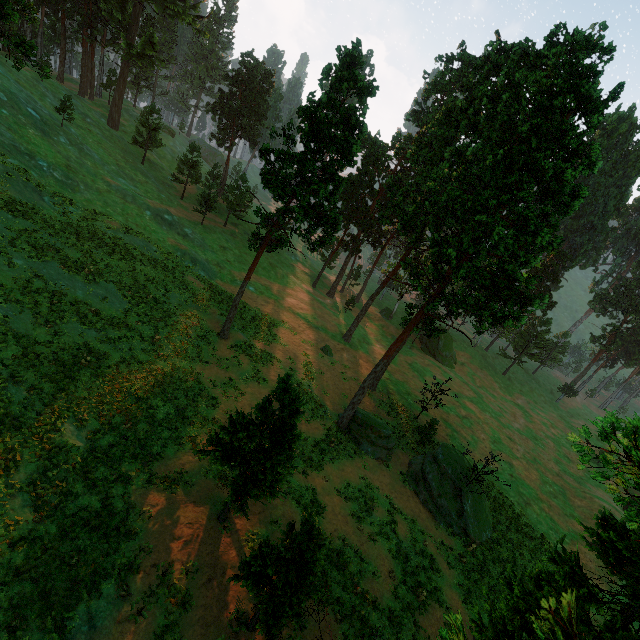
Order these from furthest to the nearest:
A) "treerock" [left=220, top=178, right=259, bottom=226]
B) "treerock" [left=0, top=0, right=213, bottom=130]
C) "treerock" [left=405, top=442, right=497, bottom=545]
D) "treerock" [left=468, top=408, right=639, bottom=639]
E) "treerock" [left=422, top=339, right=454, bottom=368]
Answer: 1. "treerock" [left=422, top=339, right=454, bottom=368]
2. "treerock" [left=220, top=178, right=259, bottom=226]
3. "treerock" [left=405, top=442, right=497, bottom=545]
4. "treerock" [left=0, top=0, right=213, bottom=130]
5. "treerock" [left=468, top=408, right=639, bottom=639]

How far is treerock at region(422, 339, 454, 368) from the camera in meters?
58.7

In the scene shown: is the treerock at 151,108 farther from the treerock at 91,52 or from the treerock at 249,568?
the treerock at 249,568

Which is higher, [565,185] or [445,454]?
[565,185]

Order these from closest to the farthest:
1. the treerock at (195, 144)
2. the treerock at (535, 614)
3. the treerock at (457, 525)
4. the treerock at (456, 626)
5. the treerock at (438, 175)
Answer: the treerock at (535, 614) < the treerock at (456, 626) < the treerock at (438, 175) < the treerock at (457, 525) < the treerock at (195, 144)

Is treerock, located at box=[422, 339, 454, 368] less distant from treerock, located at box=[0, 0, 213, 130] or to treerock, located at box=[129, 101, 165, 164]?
treerock, located at box=[129, 101, 165, 164]
